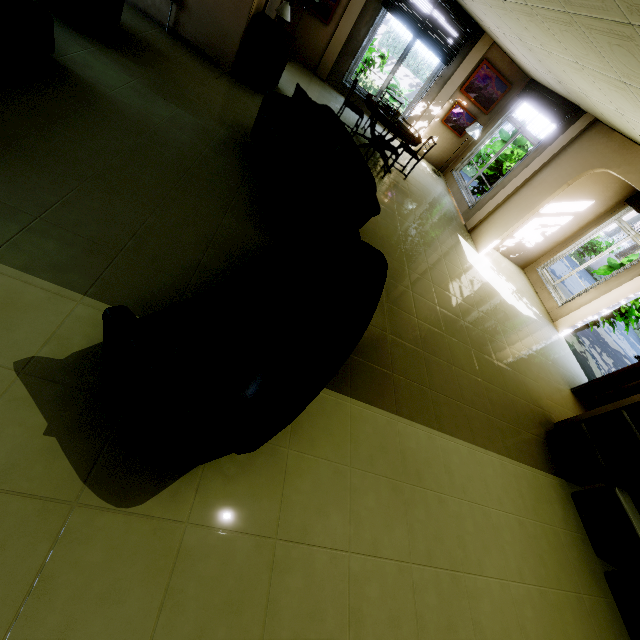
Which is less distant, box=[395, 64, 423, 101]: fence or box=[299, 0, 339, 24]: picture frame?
box=[299, 0, 339, 24]: picture frame

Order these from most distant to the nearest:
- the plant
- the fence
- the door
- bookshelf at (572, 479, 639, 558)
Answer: the fence
the plant
the door
bookshelf at (572, 479, 639, 558)

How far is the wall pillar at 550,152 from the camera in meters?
5.9 m

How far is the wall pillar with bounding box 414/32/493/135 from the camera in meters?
7.6

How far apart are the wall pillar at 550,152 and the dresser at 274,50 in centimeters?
505cm

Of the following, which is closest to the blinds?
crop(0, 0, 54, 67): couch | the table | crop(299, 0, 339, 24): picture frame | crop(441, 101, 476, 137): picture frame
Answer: crop(441, 101, 476, 137): picture frame

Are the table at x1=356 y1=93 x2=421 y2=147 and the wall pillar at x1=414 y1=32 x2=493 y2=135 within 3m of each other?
yes

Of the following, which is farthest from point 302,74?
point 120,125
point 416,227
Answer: point 120,125
